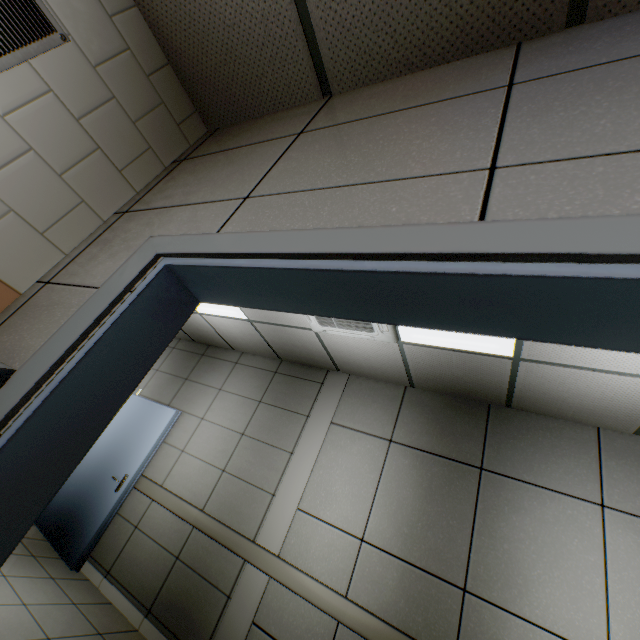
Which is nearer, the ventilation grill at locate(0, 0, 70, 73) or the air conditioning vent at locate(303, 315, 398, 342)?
the ventilation grill at locate(0, 0, 70, 73)

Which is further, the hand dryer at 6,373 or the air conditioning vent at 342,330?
the air conditioning vent at 342,330

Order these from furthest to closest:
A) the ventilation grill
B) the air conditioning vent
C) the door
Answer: the air conditioning vent < the ventilation grill < the door

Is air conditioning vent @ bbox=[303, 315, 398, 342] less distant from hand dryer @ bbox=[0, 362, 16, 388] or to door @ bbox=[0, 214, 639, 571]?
door @ bbox=[0, 214, 639, 571]

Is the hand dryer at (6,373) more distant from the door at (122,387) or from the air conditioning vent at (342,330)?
the air conditioning vent at (342,330)

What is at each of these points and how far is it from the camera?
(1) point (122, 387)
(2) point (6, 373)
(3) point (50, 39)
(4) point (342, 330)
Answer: (1) door, 1.0m
(2) hand dryer, 0.9m
(3) ventilation grill, 1.4m
(4) air conditioning vent, 3.3m

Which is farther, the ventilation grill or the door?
the ventilation grill

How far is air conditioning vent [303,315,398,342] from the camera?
3.1 meters
